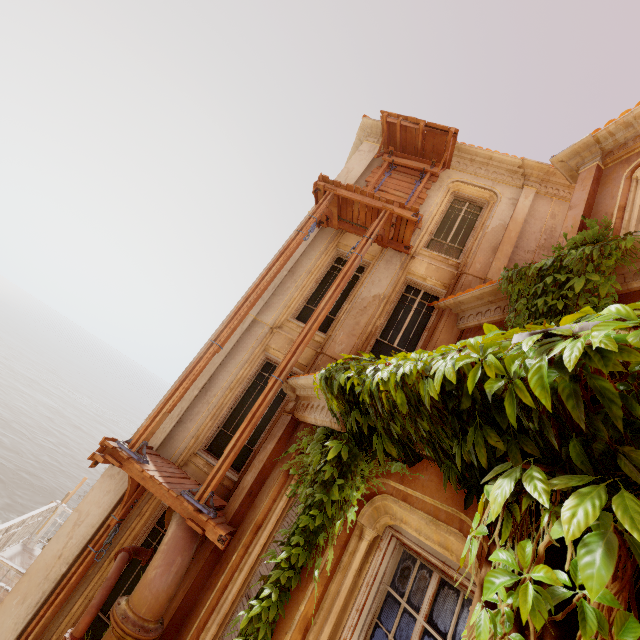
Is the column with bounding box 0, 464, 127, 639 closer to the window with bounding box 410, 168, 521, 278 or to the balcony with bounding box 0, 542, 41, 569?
the balcony with bounding box 0, 542, 41, 569

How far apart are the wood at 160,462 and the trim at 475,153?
11.39m

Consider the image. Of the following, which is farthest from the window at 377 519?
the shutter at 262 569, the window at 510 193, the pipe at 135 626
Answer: the window at 510 193

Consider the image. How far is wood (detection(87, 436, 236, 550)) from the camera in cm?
495

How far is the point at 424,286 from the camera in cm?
891

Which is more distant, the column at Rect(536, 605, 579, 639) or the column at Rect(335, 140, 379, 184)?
the column at Rect(335, 140, 379, 184)

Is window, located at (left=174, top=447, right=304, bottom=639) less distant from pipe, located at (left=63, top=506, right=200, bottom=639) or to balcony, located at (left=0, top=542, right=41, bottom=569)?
pipe, located at (left=63, top=506, right=200, bottom=639)

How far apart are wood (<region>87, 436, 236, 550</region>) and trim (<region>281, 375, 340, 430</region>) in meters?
2.0
